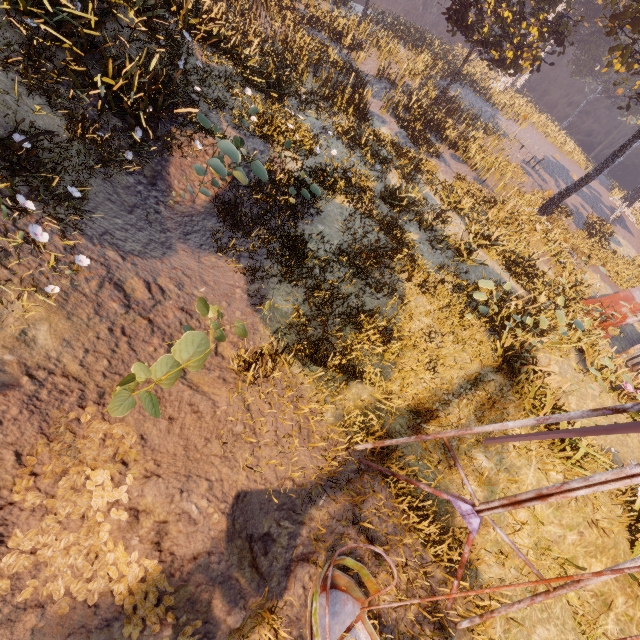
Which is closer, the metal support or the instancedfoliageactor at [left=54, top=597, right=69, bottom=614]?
the instancedfoliageactor at [left=54, top=597, right=69, bottom=614]

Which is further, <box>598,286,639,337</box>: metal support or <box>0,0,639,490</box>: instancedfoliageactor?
<box>598,286,639,337</box>: metal support

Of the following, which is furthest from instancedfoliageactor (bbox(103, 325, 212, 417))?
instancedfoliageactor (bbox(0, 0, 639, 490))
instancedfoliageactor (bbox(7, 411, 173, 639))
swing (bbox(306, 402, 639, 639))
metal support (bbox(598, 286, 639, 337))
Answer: metal support (bbox(598, 286, 639, 337))

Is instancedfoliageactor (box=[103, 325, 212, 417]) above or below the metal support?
below

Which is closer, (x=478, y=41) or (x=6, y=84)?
(x=6, y=84)

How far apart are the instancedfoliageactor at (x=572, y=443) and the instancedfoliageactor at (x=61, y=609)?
7.80m

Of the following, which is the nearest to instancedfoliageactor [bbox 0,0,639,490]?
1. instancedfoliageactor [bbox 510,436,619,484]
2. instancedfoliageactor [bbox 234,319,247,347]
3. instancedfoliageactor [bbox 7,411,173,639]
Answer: instancedfoliageactor [bbox 510,436,619,484]

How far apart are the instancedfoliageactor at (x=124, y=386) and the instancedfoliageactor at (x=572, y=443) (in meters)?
8.05
